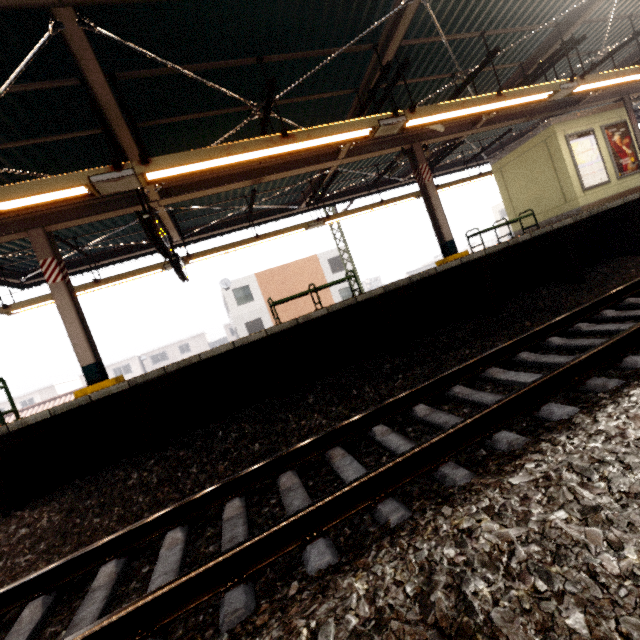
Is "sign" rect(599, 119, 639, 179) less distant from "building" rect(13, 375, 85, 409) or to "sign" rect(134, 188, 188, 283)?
"sign" rect(134, 188, 188, 283)

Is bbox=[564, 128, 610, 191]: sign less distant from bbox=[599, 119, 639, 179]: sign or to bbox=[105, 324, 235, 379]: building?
bbox=[599, 119, 639, 179]: sign

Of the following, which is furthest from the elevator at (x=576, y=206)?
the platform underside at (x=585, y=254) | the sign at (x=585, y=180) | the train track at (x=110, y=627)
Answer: the train track at (x=110, y=627)

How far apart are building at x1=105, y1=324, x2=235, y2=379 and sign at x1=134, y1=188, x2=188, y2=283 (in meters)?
45.80

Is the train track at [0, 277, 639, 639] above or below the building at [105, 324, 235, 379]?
below

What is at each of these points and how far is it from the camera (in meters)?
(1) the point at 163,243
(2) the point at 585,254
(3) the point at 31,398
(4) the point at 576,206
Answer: (1) sign, 5.92
(2) platform underside, 7.00
(3) building, 42.94
(4) elevator, 9.79

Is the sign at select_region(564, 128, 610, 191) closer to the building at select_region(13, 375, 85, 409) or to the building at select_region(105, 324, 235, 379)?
the building at select_region(105, 324, 235, 379)

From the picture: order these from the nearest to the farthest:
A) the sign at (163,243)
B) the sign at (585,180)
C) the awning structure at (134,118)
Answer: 1. the awning structure at (134,118)
2. the sign at (163,243)
3. the sign at (585,180)
